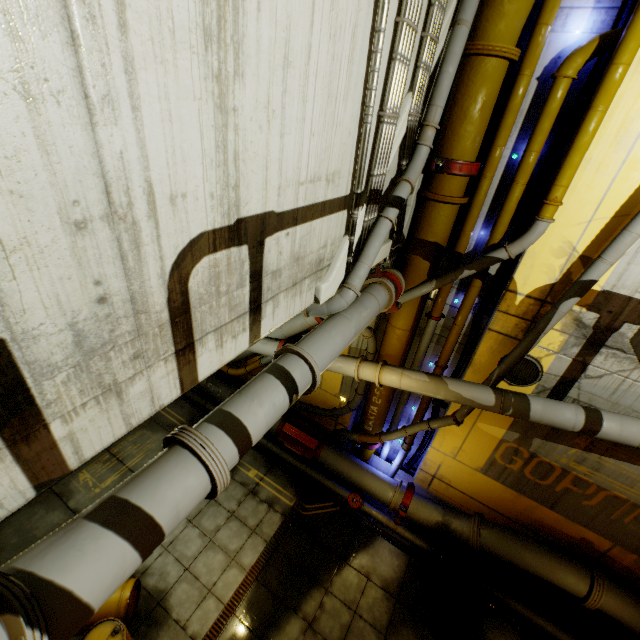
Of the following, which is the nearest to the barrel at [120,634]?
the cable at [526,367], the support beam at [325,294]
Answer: the support beam at [325,294]

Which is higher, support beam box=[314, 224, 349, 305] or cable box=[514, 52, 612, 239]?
cable box=[514, 52, 612, 239]

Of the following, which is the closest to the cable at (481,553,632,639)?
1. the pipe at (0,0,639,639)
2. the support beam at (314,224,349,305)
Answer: the pipe at (0,0,639,639)

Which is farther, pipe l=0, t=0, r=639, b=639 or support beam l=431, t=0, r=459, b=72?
support beam l=431, t=0, r=459, b=72

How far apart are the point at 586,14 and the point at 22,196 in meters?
7.3 m

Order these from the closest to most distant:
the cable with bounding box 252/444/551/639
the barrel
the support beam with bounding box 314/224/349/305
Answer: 1. the support beam with bounding box 314/224/349/305
2. the barrel
3. the cable with bounding box 252/444/551/639

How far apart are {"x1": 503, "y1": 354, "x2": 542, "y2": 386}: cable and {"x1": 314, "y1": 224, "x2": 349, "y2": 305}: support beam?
4.1 meters

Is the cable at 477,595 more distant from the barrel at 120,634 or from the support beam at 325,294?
the support beam at 325,294
